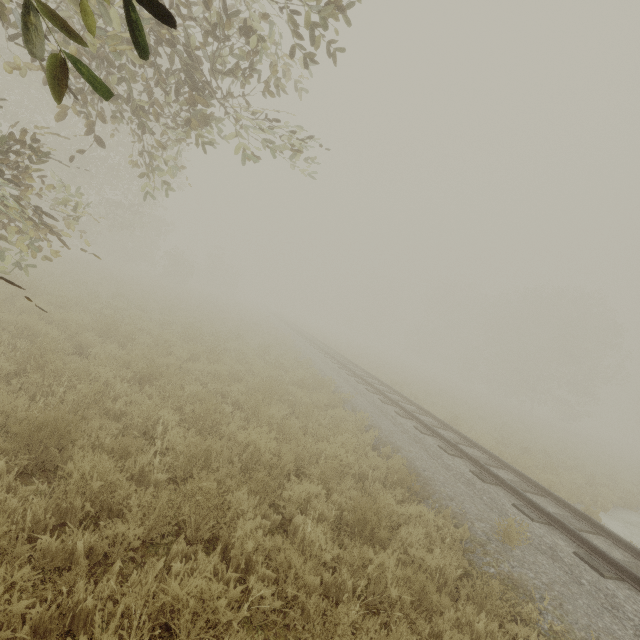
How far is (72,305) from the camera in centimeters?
986cm
